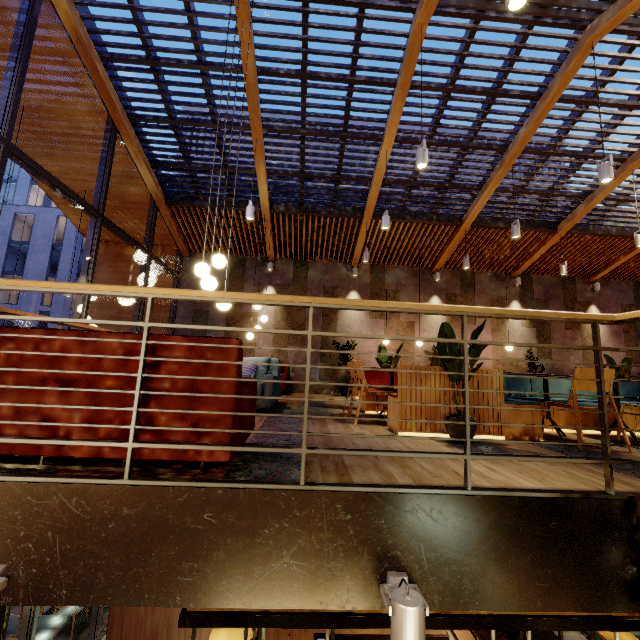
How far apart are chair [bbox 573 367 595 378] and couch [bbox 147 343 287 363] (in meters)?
3.32

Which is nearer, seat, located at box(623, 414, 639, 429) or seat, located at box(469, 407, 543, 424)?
seat, located at box(469, 407, 543, 424)

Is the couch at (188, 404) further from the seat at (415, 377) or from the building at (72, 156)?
the building at (72, 156)

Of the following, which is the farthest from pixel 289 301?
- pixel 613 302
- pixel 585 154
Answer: pixel 613 302

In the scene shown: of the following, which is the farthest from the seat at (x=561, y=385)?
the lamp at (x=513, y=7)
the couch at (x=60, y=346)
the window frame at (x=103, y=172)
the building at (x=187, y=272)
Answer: the window frame at (x=103, y=172)

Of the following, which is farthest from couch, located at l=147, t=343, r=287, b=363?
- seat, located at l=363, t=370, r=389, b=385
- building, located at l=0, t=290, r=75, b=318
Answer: building, located at l=0, t=290, r=75, b=318

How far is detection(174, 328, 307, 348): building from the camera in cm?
982
